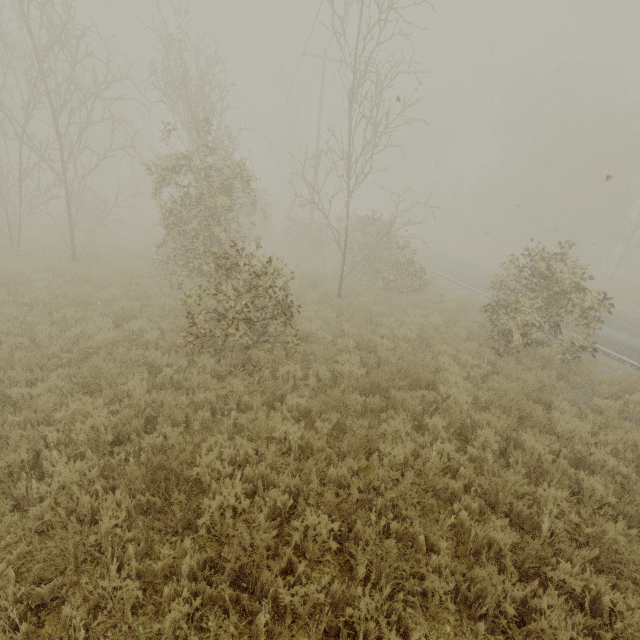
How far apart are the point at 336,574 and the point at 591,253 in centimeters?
3493cm
